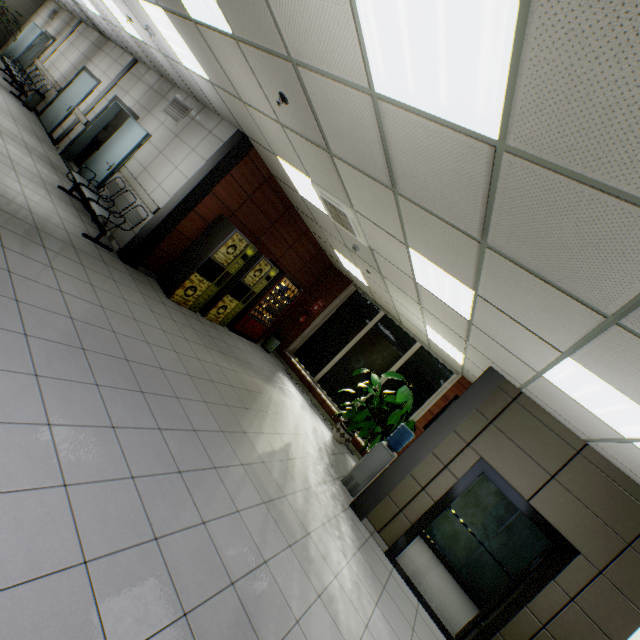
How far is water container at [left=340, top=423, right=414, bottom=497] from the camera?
5.70m

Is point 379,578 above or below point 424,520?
below

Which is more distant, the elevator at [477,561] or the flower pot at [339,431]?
the flower pot at [339,431]

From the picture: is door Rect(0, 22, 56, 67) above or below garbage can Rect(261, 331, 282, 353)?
above

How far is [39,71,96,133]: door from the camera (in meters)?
9.34

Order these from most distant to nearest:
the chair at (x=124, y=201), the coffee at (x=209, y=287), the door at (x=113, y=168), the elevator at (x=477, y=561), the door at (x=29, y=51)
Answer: the door at (x=29, y=51)
the door at (x=113, y=168)
the coffee at (x=209, y=287)
the chair at (x=124, y=201)
the elevator at (x=477, y=561)

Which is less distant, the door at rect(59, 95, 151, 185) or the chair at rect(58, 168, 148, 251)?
the chair at rect(58, 168, 148, 251)

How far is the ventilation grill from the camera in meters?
6.9 m
